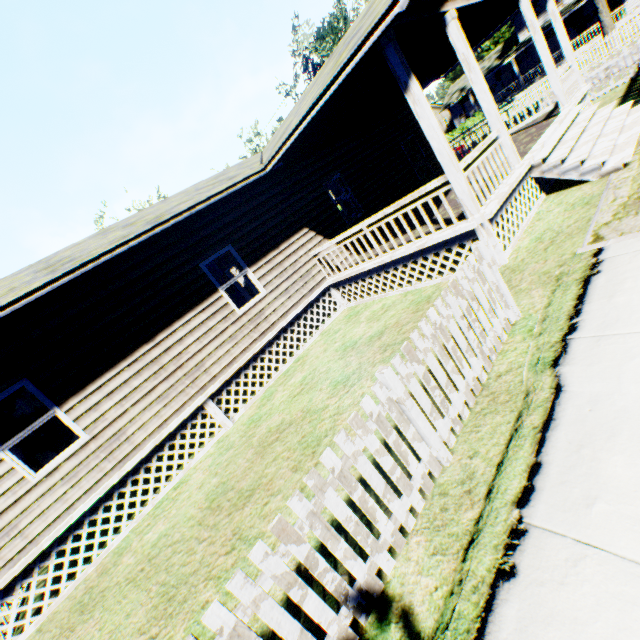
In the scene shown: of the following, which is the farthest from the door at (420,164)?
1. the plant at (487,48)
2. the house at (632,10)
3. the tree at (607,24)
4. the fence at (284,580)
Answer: the plant at (487,48)

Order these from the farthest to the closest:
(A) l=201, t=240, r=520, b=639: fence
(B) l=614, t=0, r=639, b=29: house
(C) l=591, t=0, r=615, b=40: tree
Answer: (B) l=614, t=0, r=639, b=29: house
(C) l=591, t=0, r=615, b=40: tree
(A) l=201, t=240, r=520, b=639: fence

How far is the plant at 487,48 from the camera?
48.1 meters

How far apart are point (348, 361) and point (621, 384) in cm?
455

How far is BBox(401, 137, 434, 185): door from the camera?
13.4m

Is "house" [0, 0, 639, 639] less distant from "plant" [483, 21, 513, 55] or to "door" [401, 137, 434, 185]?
"door" [401, 137, 434, 185]

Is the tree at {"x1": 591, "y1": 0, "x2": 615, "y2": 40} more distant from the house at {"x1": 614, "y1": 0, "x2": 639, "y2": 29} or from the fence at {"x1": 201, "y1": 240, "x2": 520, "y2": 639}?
the fence at {"x1": 201, "y1": 240, "x2": 520, "y2": 639}

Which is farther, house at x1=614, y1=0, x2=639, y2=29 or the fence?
house at x1=614, y1=0, x2=639, y2=29
